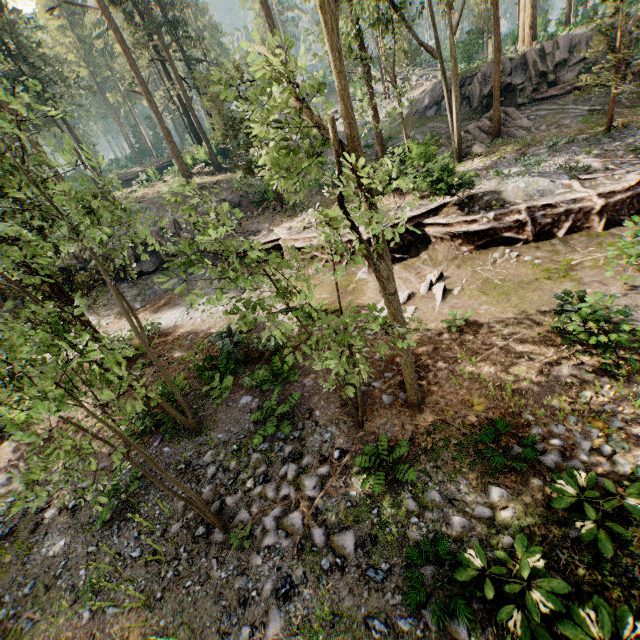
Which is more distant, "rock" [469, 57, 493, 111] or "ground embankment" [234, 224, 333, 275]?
"rock" [469, 57, 493, 111]

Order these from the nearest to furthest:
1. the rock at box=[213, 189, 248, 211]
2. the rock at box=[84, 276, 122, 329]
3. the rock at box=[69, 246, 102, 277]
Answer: the rock at box=[84, 276, 122, 329]
the rock at box=[69, 246, 102, 277]
the rock at box=[213, 189, 248, 211]

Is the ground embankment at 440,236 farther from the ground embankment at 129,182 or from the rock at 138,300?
the ground embankment at 129,182

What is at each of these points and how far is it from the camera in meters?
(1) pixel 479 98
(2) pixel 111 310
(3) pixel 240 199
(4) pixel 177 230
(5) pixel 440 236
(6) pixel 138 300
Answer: (1) rock, 26.4 m
(2) rock, 21.9 m
(3) rock, 27.5 m
(4) rock, 25.7 m
(5) ground embankment, 14.8 m
(6) rock, 22.5 m

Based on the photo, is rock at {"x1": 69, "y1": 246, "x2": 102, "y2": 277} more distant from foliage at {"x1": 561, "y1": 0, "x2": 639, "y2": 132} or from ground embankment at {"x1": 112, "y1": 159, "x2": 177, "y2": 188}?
ground embankment at {"x1": 112, "y1": 159, "x2": 177, "y2": 188}

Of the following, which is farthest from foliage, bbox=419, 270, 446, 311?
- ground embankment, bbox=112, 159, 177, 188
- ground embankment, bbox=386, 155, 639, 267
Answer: ground embankment, bbox=112, 159, 177, 188

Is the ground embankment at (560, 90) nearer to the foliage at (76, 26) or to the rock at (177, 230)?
the foliage at (76, 26)

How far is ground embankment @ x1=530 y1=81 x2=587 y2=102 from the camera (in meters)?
23.27
